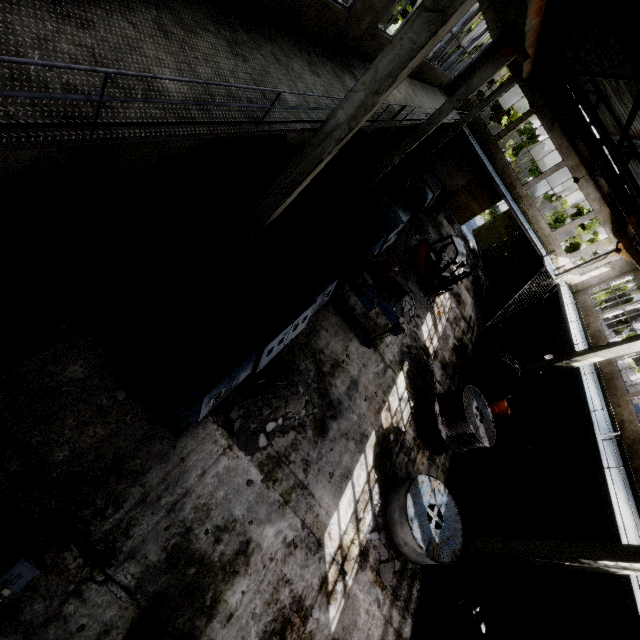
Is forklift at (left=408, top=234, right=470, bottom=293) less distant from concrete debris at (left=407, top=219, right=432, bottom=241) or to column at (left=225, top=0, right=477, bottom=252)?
concrete debris at (left=407, top=219, right=432, bottom=241)

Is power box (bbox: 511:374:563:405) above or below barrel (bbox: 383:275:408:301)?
above

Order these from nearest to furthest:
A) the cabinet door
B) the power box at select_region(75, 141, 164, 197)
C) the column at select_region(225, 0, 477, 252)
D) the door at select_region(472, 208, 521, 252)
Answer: the column at select_region(225, 0, 477, 252) → the power box at select_region(75, 141, 164, 197) → the cabinet door → the door at select_region(472, 208, 521, 252)

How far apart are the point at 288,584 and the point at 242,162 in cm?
1020

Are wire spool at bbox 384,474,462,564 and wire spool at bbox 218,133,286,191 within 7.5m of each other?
no

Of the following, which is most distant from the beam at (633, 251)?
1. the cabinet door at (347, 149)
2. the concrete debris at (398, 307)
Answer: the cabinet door at (347, 149)

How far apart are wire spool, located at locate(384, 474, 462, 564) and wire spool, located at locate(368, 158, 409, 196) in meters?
13.1 m

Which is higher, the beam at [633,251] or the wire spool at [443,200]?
the beam at [633,251]
